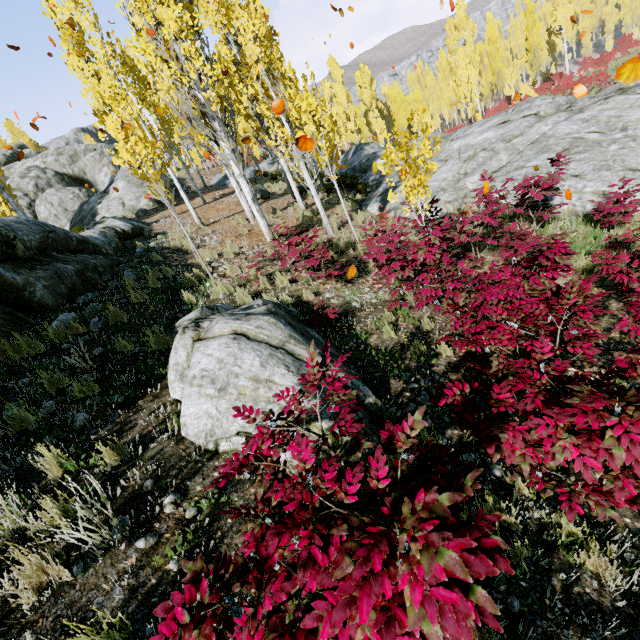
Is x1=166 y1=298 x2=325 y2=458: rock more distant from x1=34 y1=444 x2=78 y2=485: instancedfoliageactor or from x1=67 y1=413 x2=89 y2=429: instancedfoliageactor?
x1=67 y1=413 x2=89 y2=429: instancedfoliageactor

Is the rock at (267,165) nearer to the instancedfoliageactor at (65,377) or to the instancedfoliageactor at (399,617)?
the instancedfoliageactor at (399,617)

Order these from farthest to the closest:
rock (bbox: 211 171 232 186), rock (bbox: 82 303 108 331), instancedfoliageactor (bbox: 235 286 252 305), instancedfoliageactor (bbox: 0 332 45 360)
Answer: rock (bbox: 211 171 232 186)
instancedfoliageactor (bbox: 235 286 252 305)
rock (bbox: 82 303 108 331)
instancedfoliageactor (bbox: 0 332 45 360)

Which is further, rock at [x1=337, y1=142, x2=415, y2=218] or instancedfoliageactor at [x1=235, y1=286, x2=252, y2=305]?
rock at [x1=337, y1=142, x2=415, y2=218]

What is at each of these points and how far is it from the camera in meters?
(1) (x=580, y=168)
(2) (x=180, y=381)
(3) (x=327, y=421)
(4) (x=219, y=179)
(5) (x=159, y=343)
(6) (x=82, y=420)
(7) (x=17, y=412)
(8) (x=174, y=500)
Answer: (1) rock, 9.4 m
(2) rock, 4.1 m
(3) rock, 3.4 m
(4) rock, 23.4 m
(5) instancedfoliageactor, 5.0 m
(6) instancedfoliageactor, 3.6 m
(7) instancedfoliageactor, 3.4 m
(8) instancedfoliageactor, 2.9 m

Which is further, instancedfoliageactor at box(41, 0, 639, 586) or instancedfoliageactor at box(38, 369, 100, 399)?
instancedfoliageactor at box(38, 369, 100, 399)

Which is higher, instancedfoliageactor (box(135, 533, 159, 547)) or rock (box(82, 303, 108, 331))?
rock (box(82, 303, 108, 331))

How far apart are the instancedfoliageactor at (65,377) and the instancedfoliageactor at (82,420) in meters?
0.3 m
